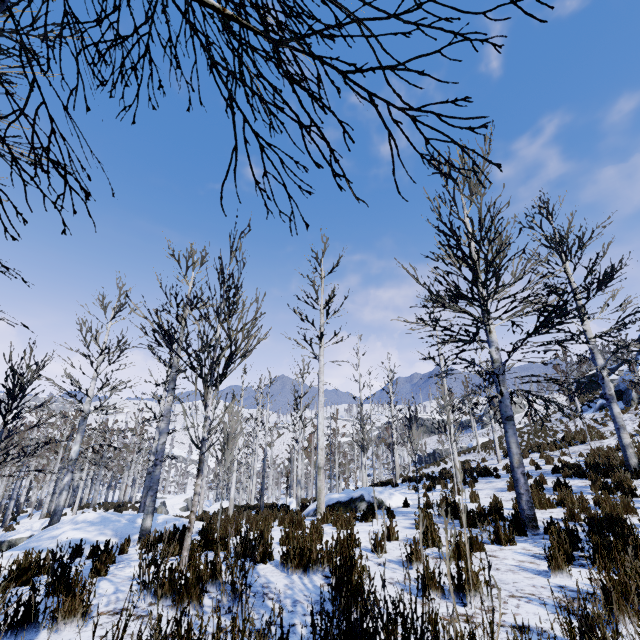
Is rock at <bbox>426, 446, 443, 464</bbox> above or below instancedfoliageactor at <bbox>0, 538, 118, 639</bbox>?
above

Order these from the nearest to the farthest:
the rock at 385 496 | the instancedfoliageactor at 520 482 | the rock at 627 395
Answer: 1. the instancedfoliageactor at 520 482
2. the rock at 385 496
3. the rock at 627 395

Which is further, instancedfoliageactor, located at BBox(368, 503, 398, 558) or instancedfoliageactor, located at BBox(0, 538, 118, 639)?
instancedfoliageactor, located at BBox(368, 503, 398, 558)

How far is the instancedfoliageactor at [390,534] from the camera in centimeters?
454cm

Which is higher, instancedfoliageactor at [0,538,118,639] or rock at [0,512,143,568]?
instancedfoliageactor at [0,538,118,639]

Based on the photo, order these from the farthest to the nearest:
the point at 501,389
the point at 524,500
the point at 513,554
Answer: the point at 501,389 → the point at 524,500 → the point at 513,554

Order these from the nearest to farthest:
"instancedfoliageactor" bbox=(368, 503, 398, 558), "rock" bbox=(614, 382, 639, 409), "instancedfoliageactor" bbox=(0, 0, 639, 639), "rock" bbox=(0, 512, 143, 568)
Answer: "instancedfoliageactor" bbox=(0, 0, 639, 639), "instancedfoliageactor" bbox=(368, 503, 398, 558), "rock" bbox=(0, 512, 143, 568), "rock" bbox=(614, 382, 639, 409)

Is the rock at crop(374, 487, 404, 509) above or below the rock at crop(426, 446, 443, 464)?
below
